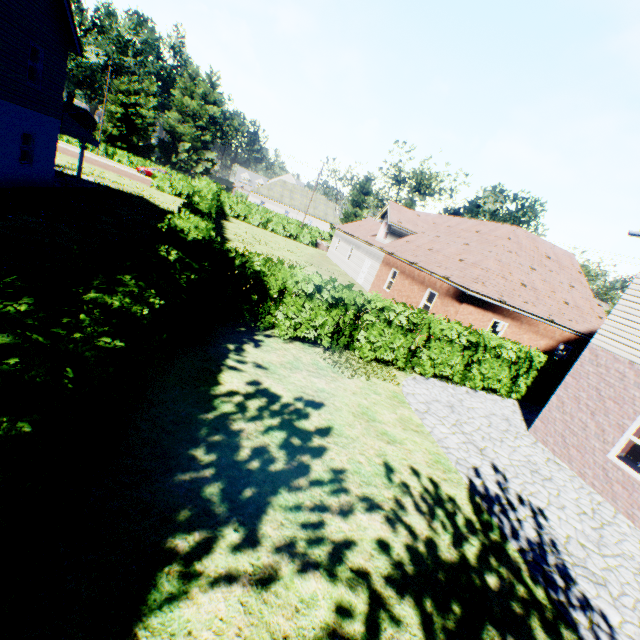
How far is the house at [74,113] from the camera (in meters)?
56.75

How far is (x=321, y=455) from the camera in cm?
602

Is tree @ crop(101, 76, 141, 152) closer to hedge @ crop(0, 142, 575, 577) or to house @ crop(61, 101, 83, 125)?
hedge @ crop(0, 142, 575, 577)

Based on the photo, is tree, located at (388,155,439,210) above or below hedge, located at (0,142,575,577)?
above

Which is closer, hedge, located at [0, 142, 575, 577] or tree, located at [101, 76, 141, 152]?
hedge, located at [0, 142, 575, 577]

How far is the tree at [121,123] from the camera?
53.2m

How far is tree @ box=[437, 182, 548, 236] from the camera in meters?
32.2 m
